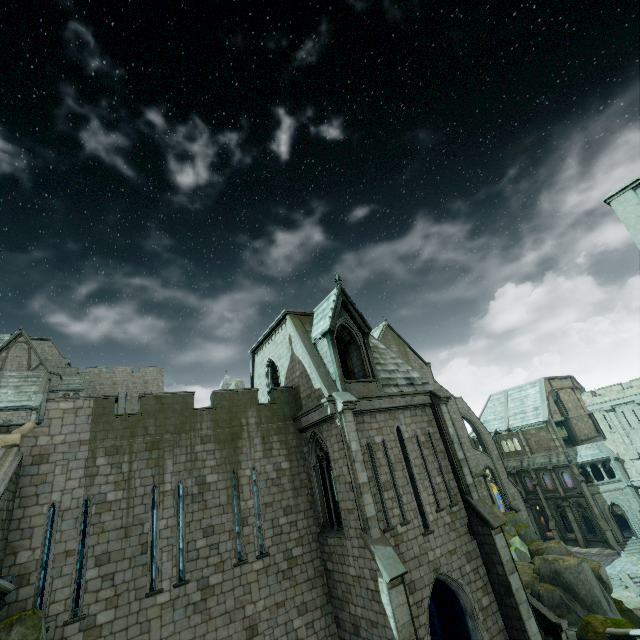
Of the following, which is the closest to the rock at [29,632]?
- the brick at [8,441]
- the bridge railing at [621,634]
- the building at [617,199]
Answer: the building at [617,199]

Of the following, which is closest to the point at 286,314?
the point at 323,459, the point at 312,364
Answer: the point at 312,364

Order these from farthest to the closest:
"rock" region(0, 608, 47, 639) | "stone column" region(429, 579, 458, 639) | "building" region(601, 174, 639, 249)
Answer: "stone column" region(429, 579, 458, 639), "building" region(601, 174, 639, 249), "rock" region(0, 608, 47, 639)

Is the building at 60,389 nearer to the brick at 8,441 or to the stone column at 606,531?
the brick at 8,441

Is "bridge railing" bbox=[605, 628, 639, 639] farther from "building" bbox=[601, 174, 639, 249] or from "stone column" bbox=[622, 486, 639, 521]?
"stone column" bbox=[622, 486, 639, 521]

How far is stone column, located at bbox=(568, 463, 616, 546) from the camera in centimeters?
3688cm

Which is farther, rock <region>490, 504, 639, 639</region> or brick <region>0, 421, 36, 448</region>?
rock <region>490, 504, 639, 639</region>

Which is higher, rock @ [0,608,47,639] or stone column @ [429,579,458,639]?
rock @ [0,608,47,639]
